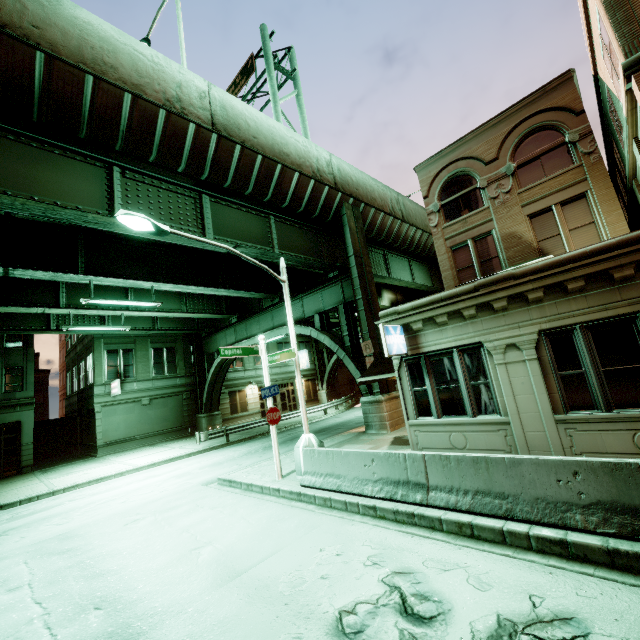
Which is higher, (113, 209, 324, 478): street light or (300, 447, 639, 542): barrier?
(113, 209, 324, 478): street light

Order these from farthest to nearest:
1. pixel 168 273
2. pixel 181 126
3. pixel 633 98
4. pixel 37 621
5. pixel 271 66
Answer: pixel 271 66, pixel 168 273, pixel 181 126, pixel 633 98, pixel 37 621

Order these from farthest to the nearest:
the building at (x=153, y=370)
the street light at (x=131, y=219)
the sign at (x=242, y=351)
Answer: the building at (x=153, y=370) < the sign at (x=242, y=351) < the street light at (x=131, y=219)

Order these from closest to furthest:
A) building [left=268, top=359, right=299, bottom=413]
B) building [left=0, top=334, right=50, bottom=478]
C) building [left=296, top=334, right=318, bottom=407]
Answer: building [left=0, top=334, right=50, bottom=478] < building [left=268, top=359, right=299, bottom=413] < building [left=296, top=334, right=318, bottom=407]

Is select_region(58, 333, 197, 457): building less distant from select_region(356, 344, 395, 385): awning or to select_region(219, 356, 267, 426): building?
select_region(219, 356, 267, 426): building

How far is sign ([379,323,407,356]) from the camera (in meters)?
9.35

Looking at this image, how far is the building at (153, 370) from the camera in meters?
25.2 m

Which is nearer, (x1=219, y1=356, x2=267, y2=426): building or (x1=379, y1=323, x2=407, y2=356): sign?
(x1=379, y1=323, x2=407, y2=356): sign
